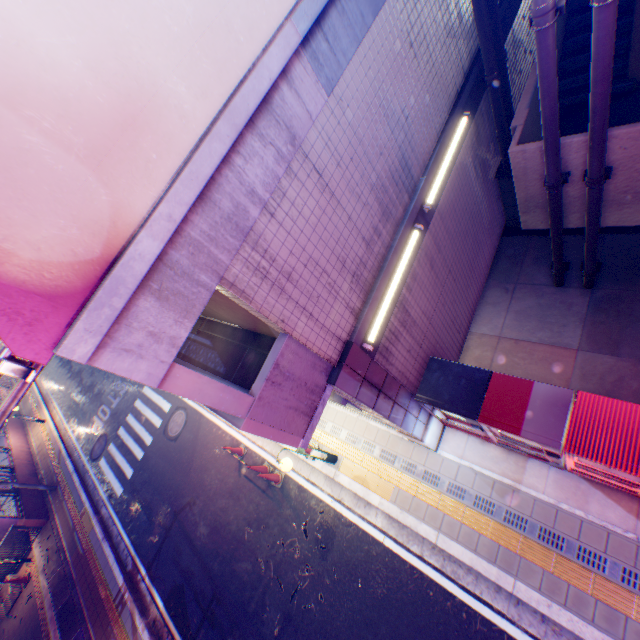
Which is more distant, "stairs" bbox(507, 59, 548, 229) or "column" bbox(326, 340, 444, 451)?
"stairs" bbox(507, 59, 548, 229)

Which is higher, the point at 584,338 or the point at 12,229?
the point at 12,229

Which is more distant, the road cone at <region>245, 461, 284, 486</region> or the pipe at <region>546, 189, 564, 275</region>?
the road cone at <region>245, 461, 284, 486</region>

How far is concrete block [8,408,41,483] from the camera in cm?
1727

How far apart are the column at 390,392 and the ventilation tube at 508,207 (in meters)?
5.66

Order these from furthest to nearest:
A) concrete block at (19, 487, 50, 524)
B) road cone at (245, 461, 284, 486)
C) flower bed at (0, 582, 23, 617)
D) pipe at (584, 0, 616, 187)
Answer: concrete block at (19, 487, 50, 524)
flower bed at (0, 582, 23, 617)
road cone at (245, 461, 284, 486)
pipe at (584, 0, 616, 187)

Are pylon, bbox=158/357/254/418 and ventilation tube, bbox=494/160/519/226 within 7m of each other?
no

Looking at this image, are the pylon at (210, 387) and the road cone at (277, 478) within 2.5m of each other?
no
